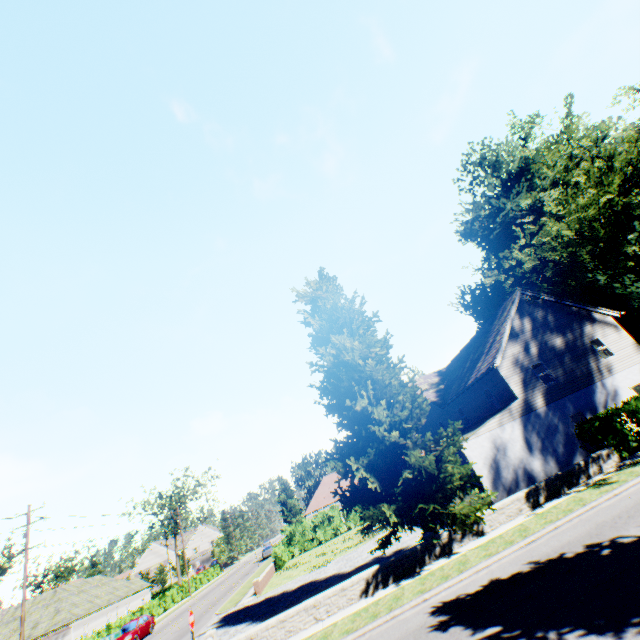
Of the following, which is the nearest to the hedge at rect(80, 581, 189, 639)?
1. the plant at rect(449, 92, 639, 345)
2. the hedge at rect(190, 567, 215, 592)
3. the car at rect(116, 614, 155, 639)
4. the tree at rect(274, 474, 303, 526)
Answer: the tree at rect(274, 474, 303, 526)

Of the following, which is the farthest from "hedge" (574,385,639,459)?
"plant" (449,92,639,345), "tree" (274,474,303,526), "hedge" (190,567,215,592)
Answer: "hedge" (190,567,215,592)

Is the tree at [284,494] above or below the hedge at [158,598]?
above

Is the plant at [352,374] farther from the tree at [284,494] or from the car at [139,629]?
the car at [139,629]

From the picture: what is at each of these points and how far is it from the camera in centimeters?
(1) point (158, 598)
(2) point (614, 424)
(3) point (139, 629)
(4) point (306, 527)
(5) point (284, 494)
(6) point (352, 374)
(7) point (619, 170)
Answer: (1) hedge, 3984cm
(2) hedge, 1597cm
(3) car, 2697cm
(4) hedge, 3819cm
(5) tree, 5478cm
(6) plant, 1617cm
(7) plant, 1539cm

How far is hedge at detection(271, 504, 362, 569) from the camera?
33.3 meters

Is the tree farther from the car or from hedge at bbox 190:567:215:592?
the car

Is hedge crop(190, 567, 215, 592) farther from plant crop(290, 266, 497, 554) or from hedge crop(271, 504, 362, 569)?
plant crop(290, 266, 497, 554)
